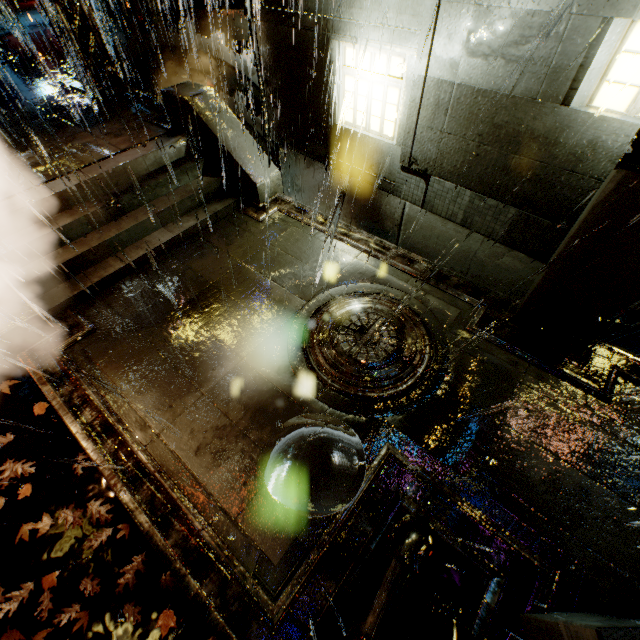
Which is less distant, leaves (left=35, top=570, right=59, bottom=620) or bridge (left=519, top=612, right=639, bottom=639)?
bridge (left=519, top=612, right=639, bottom=639)

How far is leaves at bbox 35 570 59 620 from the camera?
4.0m

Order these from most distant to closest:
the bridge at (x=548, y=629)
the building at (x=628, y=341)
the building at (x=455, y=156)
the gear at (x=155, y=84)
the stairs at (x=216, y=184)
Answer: the gear at (x=155, y=84) < the stairs at (x=216, y=184) < the building at (x=628, y=341) < the building at (x=455, y=156) < the bridge at (x=548, y=629)

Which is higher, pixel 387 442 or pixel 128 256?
pixel 128 256

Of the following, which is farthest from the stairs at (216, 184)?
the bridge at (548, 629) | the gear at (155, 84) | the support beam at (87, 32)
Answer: the bridge at (548, 629)

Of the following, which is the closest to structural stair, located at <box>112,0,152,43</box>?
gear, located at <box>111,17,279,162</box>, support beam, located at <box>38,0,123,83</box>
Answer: gear, located at <box>111,17,279,162</box>

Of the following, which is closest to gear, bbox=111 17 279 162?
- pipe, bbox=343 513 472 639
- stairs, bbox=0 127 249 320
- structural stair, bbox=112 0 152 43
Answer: structural stair, bbox=112 0 152 43

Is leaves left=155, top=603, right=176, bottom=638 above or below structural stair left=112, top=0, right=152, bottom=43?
below
